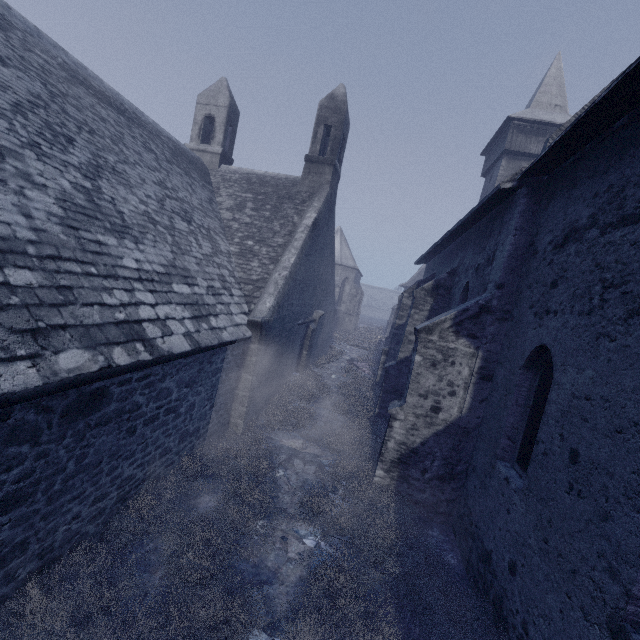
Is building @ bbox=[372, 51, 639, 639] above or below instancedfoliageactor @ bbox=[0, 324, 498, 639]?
above

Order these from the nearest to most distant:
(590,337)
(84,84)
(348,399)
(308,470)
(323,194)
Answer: (590,337) → (308,470) → (84,84) → (348,399) → (323,194)

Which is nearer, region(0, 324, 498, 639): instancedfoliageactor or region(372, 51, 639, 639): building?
region(372, 51, 639, 639): building

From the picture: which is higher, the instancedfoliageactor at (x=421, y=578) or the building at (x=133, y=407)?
the building at (x=133, y=407)

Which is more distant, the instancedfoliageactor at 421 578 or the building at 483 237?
the instancedfoliageactor at 421 578
